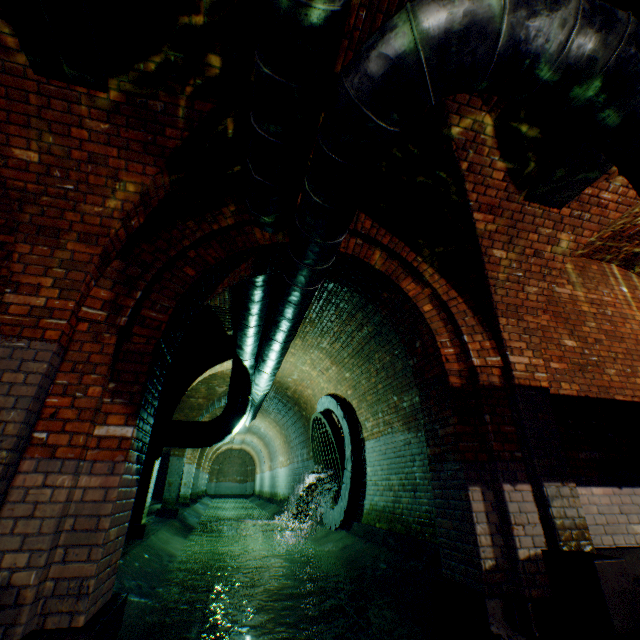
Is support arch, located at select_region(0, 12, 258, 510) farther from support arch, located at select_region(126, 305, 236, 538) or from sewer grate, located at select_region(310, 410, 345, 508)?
sewer grate, located at select_region(310, 410, 345, 508)

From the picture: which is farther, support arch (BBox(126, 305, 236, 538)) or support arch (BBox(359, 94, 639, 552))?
support arch (BBox(126, 305, 236, 538))

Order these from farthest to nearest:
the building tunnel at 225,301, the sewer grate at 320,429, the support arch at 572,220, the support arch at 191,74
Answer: the sewer grate at 320,429 < the building tunnel at 225,301 < the support arch at 572,220 < the support arch at 191,74

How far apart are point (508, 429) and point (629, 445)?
1.87m

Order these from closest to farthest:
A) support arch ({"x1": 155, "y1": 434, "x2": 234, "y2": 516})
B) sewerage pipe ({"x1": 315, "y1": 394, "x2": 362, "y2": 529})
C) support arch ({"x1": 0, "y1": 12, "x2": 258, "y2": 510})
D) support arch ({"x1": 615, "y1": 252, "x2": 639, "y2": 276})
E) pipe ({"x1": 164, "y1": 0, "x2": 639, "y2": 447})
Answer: pipe ({"x1": 164, "y1": 0, "x2": 639, "y2": 447}) < support arch ({"x1": 0, "y1": 12, "x2": 258, "y2": 510}) < support arch ({"x1": 615, "y1": 252, "x2": 639, "y2": 276}) < sewerage pipe ({"x1": 315, "y1": 394, "x2": 362, "y2": 529}) < support arch ({"x1": 155, "y1": 434, "x2": 234, "y2": 516})

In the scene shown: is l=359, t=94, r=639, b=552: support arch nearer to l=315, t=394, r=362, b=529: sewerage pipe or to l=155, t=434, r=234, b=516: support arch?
l=315, t=394, r=362, b=529: sewerage pipe

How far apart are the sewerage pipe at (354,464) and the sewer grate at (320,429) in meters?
0.0

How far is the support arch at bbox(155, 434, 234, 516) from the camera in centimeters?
1079cm
